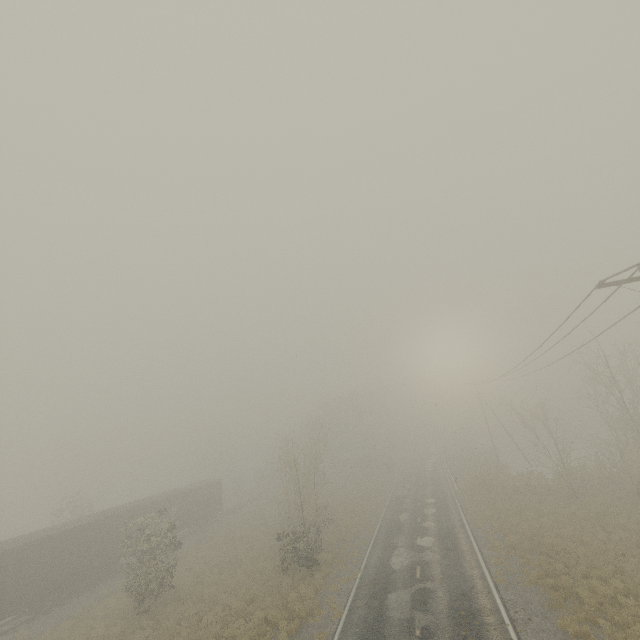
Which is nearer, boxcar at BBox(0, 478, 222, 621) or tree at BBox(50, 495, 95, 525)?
boxcar at BBox(0, 478, 222, 621)

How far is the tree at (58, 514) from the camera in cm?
3526

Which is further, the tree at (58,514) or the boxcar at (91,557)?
the tree at (58,514)

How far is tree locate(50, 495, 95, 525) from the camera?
35.3 meters

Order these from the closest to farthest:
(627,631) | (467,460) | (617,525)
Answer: (627,631), (617,525), (467,460)
